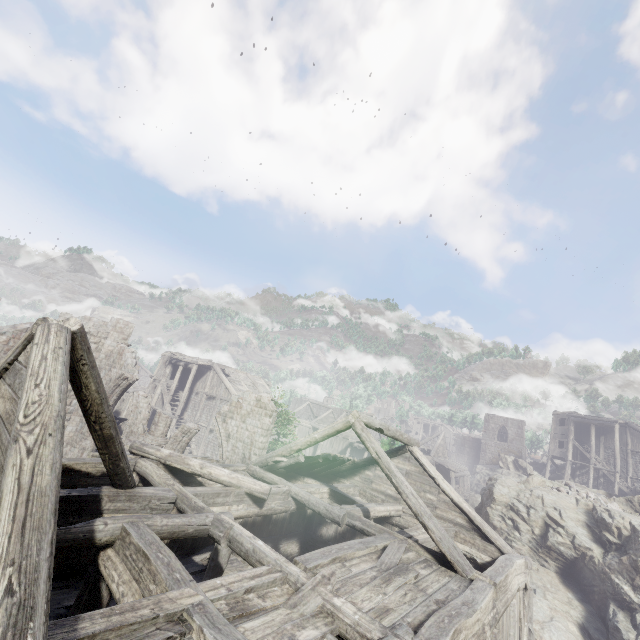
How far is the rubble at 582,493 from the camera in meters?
18.8 m

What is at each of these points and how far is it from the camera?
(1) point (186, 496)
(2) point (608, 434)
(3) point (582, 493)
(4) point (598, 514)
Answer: (1) building, 8.2 meters
(2) building, 38.5 meters
(3) rubble, 19.6 meters
(4) rock, 17.0 meters

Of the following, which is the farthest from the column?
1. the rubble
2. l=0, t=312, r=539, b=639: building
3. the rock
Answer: the rubble

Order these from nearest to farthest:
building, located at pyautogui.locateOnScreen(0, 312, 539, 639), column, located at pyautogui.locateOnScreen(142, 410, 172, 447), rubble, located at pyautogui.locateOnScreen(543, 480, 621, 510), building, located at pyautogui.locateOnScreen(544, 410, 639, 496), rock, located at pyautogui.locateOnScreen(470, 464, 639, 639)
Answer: building, located at pyautogui.locateOnScreen(0, 312, 539, 639)
rock, located at pyautogui.locateOnScreen(470, 464, 639, 639)
column, located at pyautogui.locateOnScreen(142, 410, 172, 447)
rubble, located at pyautogui.locateOnScreen(543, 480, 621, 510)
building, located at pyautogui.locateOnScreen(544, 410, 639, 496)

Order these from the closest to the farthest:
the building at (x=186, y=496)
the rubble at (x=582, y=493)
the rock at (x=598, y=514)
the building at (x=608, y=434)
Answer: the building at (x=186, y=496) < the rock at (x=598, y=514) < the rubble at (x=582, y=493) < the building at (x=608, y=434)

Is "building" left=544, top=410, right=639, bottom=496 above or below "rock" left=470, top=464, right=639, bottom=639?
above

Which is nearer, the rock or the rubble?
the rock
